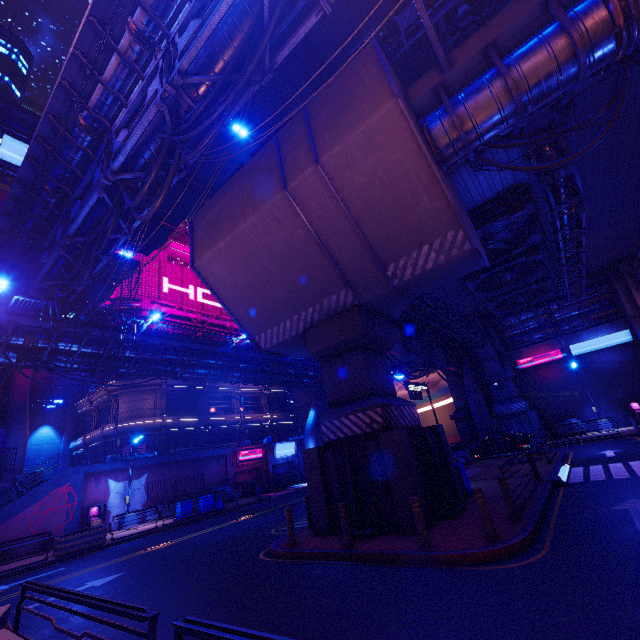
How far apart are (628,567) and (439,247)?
8.2 meters

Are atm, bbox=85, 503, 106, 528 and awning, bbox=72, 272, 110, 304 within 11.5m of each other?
no

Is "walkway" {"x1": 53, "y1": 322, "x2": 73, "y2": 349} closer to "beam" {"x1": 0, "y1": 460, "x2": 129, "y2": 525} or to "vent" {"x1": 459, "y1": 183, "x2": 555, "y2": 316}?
"beam" {"x1": 0, "y1": 460, "x2": 129, "y2": 525}

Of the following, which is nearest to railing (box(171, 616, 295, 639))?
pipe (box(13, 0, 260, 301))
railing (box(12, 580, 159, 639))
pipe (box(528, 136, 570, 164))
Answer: railing (box(12, 580, 159, 639))

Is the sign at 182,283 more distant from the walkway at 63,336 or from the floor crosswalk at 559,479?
the floor crosswalk at 559,479

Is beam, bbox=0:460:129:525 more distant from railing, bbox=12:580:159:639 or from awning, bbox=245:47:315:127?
awning, bbox=245:47:315:127

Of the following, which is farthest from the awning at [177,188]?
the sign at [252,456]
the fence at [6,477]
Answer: the sign at [252,456]

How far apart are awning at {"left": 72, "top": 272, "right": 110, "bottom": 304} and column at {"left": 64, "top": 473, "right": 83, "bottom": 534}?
14.52m
